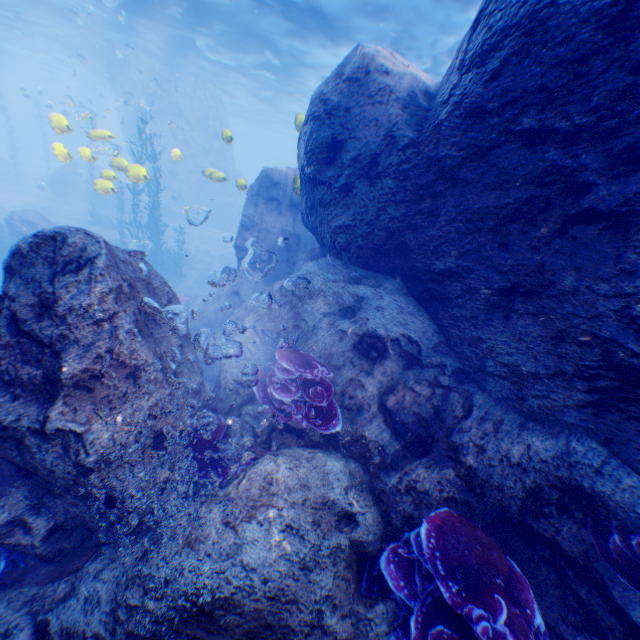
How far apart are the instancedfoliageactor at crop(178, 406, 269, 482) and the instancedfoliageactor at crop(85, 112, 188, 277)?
16.5m

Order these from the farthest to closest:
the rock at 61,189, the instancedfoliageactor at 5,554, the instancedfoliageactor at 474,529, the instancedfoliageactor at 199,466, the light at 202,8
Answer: the rock at 61,189, the light at 202,8, the instancedfoliageactor at 199,466, the instancedfoliageactor at 5,554, the instancedfoliageactor at 474,529

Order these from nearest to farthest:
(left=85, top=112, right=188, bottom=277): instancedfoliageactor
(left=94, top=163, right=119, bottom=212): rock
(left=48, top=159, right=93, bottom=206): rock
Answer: (left=94, top=163, right=119, bottom=212): rock, (left=85, top=112, right=188, bottom=277): instancedfoliageactor, (left=48, top=159, right=93, bottom=206): rock

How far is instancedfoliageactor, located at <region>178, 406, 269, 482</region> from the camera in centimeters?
415cm

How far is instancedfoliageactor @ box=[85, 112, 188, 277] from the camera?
16.6m

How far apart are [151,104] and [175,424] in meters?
34.8

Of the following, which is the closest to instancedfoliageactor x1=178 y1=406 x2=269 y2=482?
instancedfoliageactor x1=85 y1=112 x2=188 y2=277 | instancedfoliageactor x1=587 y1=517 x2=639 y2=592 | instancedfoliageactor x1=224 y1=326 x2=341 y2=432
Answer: instancedfoliageactor x1=224 y1=326 x2=341 y2=432

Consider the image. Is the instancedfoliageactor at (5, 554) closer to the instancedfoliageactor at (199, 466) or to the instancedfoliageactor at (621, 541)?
the instancedfoliageactor at (199, 466)
